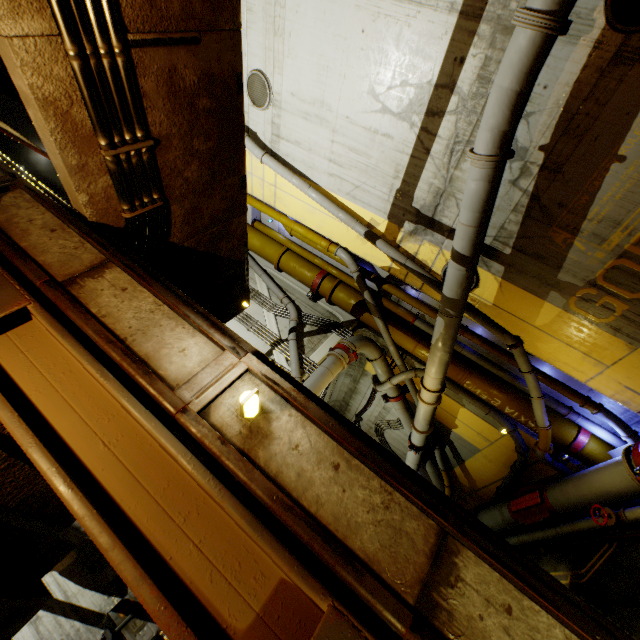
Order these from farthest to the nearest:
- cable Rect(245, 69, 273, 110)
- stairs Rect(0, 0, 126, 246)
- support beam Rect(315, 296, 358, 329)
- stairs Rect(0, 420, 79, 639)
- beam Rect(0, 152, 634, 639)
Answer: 1. support beam Rect(315, 296, 358, 329)
2. cable Rect(245, 69, 273, 110)
3. stairs Rect(0, 420, 79, 639)
4. stairs Rect(0, 0, 126, 246)
5. beam Rect(0, 152, 634, 639)

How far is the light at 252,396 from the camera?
1.8m

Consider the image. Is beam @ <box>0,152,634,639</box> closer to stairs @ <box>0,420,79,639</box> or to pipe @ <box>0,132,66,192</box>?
stairs @ <box>0,420,79,639</box>

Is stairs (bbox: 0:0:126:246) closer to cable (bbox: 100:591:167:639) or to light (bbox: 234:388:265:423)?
cable (bbox: 100:591:167:639)

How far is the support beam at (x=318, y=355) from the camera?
9.07m

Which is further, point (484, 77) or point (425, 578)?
point (484, 77)

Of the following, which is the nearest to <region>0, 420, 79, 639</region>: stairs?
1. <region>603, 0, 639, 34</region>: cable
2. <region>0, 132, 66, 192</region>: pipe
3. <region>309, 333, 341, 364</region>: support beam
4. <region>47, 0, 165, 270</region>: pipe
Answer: <region>47, 0, 165, 270</region>: pipe

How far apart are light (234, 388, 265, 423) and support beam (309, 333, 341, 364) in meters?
7.0 m
